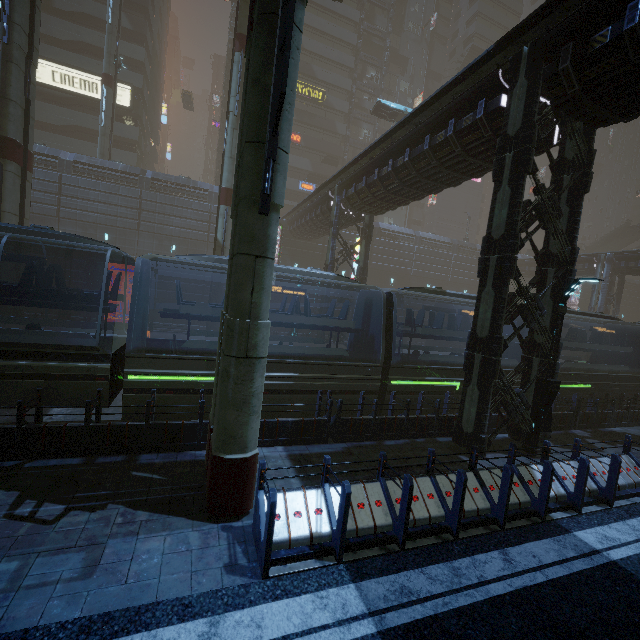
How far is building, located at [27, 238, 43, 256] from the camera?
26.61m

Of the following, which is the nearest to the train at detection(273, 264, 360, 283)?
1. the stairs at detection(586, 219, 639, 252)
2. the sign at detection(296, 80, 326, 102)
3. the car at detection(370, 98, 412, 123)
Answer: the car at detection(370, 98, 412, 123)

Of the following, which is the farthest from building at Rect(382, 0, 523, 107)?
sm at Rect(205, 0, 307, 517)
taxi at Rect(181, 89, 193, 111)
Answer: taxi at Rect(181, 89, 193, 111)

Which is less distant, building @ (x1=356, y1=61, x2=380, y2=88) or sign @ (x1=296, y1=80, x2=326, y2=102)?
sign @ (x1=296, y1=80, x2=326, y2=102)

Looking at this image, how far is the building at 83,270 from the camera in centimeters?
2606cm

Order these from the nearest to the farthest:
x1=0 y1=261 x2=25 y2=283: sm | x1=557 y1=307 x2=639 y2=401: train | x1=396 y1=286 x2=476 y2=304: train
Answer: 1. x1=396 y1=286 x2=476 y2=304: train
2. x1=557 y1=307 x2=639 y2=401: train
3. x1=0 y1=261 x2=25 y2=283: sm

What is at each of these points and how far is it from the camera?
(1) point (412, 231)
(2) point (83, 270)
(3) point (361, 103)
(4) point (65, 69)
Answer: (1) building, 40.3 meters
(2) building, 26.0 meters
(3) building, 48.4 meters
(4) sign, 34.5 meters

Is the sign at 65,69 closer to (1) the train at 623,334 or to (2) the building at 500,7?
(2) the building at 500,7
